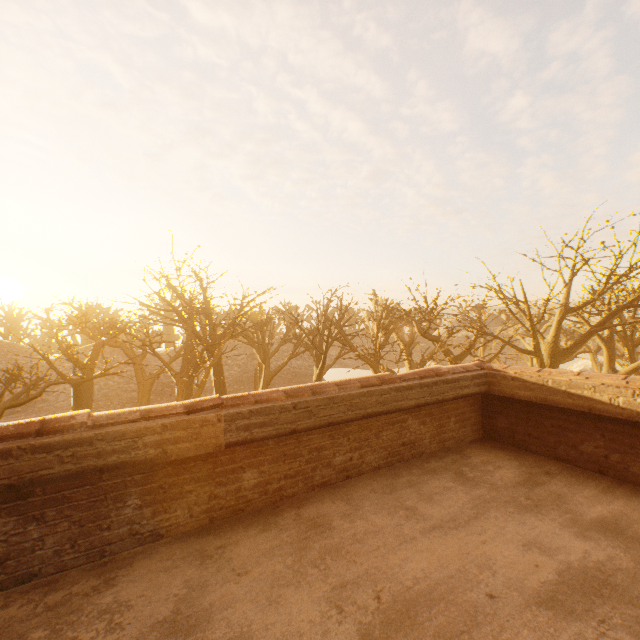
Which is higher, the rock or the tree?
the tree

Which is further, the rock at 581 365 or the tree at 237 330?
the rock at 581 365

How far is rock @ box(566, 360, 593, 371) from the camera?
39.4m

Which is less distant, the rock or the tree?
the tree

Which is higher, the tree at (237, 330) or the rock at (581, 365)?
the tree at (237, 330)

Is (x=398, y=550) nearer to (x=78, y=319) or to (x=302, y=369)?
(x=78, y=319)
